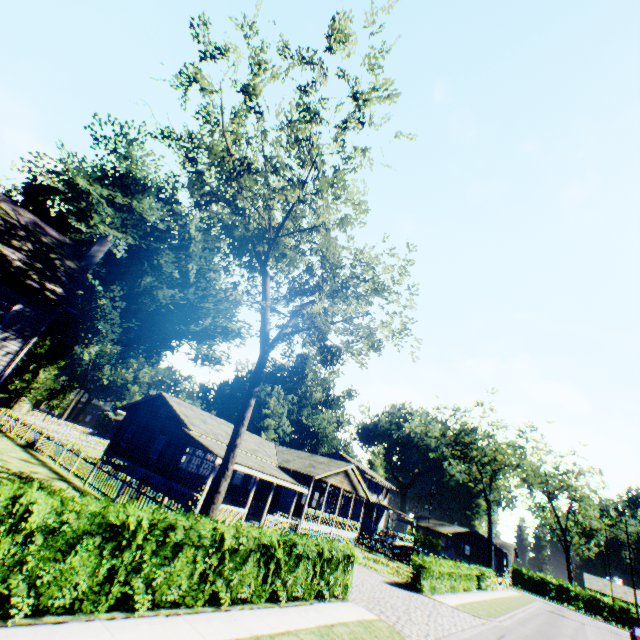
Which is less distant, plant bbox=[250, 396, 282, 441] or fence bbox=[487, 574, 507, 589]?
fence bbox=[487, 574, 507, 589]

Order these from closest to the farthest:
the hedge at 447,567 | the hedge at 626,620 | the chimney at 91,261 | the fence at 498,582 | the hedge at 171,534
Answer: the hedge at 171,534 → the chimney at 91,261 → the hedge at 447,567 → the fence at 498,582 → the hedge at 626,620

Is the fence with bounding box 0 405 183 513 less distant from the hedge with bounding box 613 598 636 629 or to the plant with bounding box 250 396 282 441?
the plant with bounding box 250 396 282 441

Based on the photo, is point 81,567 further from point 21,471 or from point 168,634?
point 21,471

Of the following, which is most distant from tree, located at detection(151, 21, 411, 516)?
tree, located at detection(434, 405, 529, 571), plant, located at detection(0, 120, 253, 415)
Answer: tree, located at detection(434, 405, 529, 571)

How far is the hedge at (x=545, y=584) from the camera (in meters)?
47.41

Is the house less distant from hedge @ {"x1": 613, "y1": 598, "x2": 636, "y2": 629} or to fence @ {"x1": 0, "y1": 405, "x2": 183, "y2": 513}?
fence @ {"x1": 0, "y1": 405, "x2": 183, "y2": 513}

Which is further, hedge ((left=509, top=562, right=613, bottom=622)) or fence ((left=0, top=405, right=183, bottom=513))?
hedge ((left=509, top=562, right=613, bottom=622))
